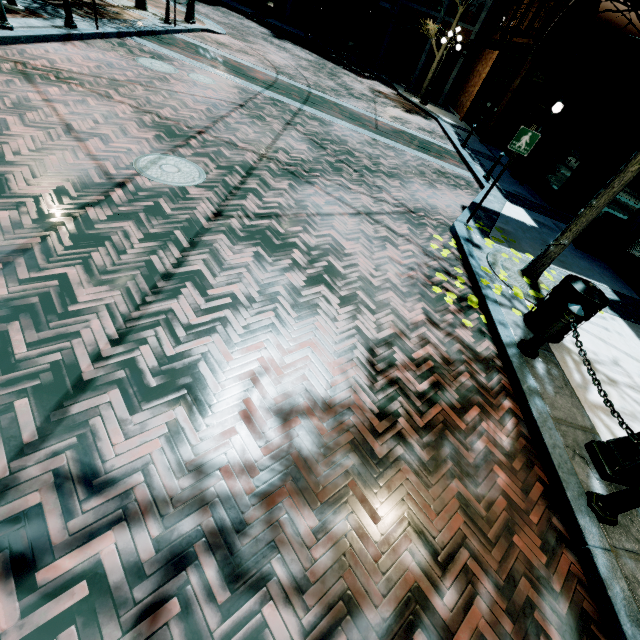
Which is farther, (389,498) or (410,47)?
(410,47)

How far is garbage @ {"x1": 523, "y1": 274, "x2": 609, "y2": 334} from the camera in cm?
421

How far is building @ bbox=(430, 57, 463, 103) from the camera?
22.05m

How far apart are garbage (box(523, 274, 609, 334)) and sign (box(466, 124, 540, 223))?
3.0 meters

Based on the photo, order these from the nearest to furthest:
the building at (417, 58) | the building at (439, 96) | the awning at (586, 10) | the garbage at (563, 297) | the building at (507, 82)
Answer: the garbage at (563, 297), the awning at (586, 10), the building at (507, 82), the building at (439, 96), the building at (417, 58)

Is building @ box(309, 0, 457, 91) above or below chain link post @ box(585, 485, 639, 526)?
above

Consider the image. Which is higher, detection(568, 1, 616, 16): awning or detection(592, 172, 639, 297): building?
detection(568, 1, 616, 16): awning

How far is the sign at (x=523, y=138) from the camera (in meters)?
6.00
